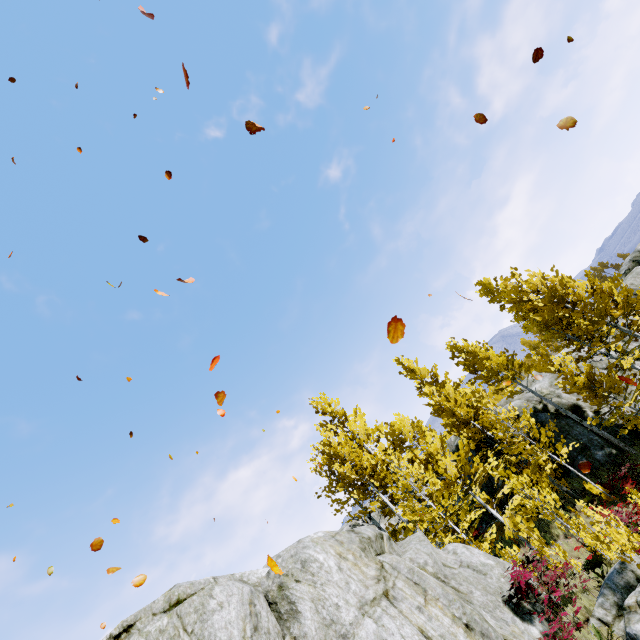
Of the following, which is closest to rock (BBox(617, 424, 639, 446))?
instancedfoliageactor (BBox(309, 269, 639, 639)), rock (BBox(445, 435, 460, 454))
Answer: instancedfoliageactor (BBox(309, 269, 639, 639))

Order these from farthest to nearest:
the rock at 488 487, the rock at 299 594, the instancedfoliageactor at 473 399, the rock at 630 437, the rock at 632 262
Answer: the rock at 632 262 < the rock at 488 487 < the rock at 630 437 < the instancedfoliageactor at 473 399 < the rock at 299 594

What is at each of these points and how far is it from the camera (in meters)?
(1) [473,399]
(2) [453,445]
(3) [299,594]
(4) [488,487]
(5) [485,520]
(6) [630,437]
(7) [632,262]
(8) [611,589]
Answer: (1) instancedfoliageactor, 29.75
(2) rock, 22.67
(3) rock, 7.39
(4) rock, 18.64
(5) rock, 18.88
(6) rock, 16.25
(7) rock, 23.28
(8) rock, 7.84

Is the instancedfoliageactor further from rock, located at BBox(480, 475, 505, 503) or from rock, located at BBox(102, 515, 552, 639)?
rock, located at BBox(480, 475, 505, 503)

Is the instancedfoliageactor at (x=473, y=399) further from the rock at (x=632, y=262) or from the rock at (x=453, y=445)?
the rock at (x=453, y=445)

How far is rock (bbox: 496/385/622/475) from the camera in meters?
16.1 m
